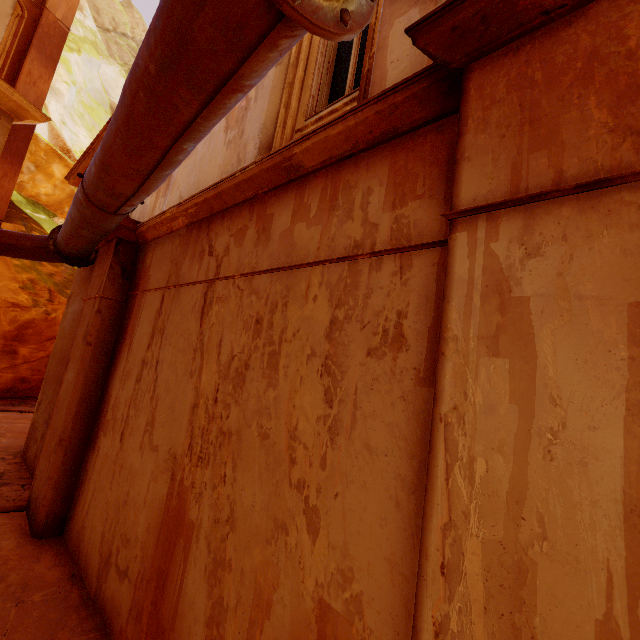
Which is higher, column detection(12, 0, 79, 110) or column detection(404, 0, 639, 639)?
column detection(12, 0, 79, 110)

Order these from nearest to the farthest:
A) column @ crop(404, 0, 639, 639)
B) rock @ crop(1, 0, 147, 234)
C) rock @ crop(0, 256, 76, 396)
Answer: column @ crop(404, 0, 639, 639)
rock @ crop(0, 256, 76, 396)
rock @ crop(1, 0, 147, 234)

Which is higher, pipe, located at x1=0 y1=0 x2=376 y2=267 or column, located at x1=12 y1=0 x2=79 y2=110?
column, located at x1=12 y1=0 x2=79 y2=110

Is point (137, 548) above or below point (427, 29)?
below

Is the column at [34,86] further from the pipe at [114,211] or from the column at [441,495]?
the column at [441,495]

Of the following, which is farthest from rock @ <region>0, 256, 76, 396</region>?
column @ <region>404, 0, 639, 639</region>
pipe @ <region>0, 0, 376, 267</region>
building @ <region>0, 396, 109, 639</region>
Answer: column @ <region>404, 0, 639, 639</region>

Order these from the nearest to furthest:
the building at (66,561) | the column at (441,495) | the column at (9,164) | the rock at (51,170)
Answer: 1. the column at (441,495)
2. the building at (66,561)
3. the column at (9,164)
4. the rock at (51,170)

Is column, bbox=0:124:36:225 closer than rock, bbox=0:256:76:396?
Yes
